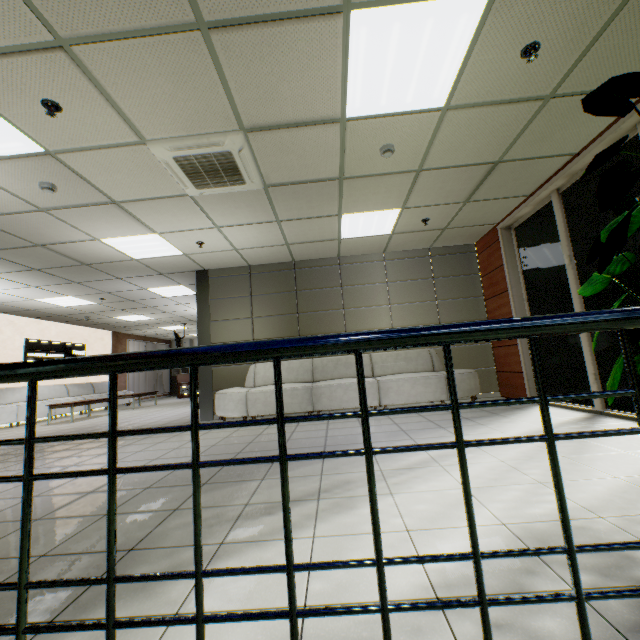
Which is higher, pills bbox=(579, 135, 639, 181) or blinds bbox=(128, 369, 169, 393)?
pills bbox=(579, 135, 639, 181)

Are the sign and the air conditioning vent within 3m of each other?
no

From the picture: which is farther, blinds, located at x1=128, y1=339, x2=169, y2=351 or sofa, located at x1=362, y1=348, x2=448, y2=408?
blinds, located at x1=128, y1=339, x2=169, y2=351

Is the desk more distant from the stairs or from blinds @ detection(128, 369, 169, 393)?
the stairs

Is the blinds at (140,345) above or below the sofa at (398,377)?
above

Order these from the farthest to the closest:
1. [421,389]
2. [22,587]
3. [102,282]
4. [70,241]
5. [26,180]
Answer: [102,282], [421,389], [70,241], [26,180], [22,587]

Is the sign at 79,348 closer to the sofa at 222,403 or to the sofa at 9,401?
the sofa at 9,401

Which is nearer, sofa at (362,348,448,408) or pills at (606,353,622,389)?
pills at (606,353,622,389)
